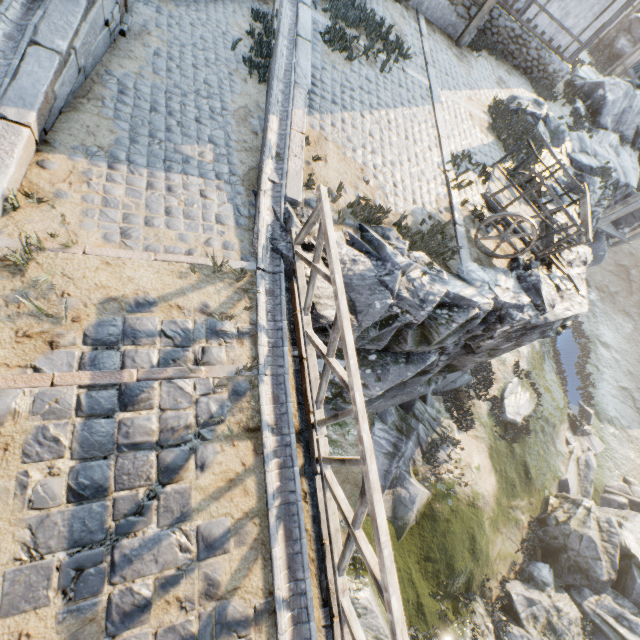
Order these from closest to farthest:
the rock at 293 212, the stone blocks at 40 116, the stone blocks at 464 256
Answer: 1. the stone blocks at 40 116
2. the rock at 293 212
3. the stone blocks at 464 256

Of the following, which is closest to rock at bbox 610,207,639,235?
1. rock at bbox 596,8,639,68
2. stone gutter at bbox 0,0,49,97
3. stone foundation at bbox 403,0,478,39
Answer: stone gutter at bbox 0,0,49,97

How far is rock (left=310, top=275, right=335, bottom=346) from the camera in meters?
4.9 m

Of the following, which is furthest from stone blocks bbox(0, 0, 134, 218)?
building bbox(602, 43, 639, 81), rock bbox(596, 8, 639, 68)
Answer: building bbox(602, 43, 639, 81)

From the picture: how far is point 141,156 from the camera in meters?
4.9

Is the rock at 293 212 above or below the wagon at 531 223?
below

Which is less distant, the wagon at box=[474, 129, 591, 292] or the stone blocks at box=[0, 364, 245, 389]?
the stone blocks at box=[0, 364, 245, 389]

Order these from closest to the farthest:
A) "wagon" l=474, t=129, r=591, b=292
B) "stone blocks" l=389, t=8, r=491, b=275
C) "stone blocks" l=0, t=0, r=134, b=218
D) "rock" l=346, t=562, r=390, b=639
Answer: "stone blocks" l=0, t=0, r=134, b=218 → "wagon" l=474, t=129, r=591, b=292 → "stone blocks" l=389, t=8, r=491, b=275 → "rock" l=346, t=562, r=390, b=639
